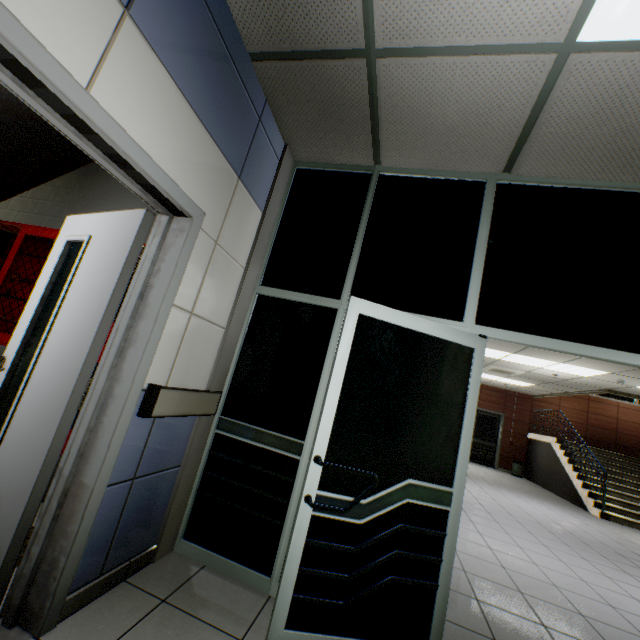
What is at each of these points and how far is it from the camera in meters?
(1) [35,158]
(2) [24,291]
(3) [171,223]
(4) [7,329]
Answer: (1) stairs, 3.2
(2) cabinet, 3.1
(3) door, 1.9
(4) cabinet, 3.0

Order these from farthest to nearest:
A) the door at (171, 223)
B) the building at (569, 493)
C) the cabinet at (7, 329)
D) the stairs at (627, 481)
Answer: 1. the building at (569, 493)
2. the stairs at (627, 481)
3. the cabinet at (7, 329)
4. the door at (171, 223)

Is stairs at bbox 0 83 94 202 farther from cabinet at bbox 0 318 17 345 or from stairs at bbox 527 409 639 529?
stairs at bbox 527 409 639 529

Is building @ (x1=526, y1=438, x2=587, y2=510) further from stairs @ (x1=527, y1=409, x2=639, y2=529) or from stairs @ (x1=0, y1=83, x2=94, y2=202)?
stairs @ (x1=0, y1=83, x2=94, y2=202)

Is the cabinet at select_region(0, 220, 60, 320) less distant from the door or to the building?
the door

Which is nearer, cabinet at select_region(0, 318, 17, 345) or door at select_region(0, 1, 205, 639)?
door at select_region(0, 1, 205, 639)

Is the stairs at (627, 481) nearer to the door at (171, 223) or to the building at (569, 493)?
the building at (569, 493)

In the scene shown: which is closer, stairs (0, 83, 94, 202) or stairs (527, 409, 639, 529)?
stairs (0, 83, 94, 202)
